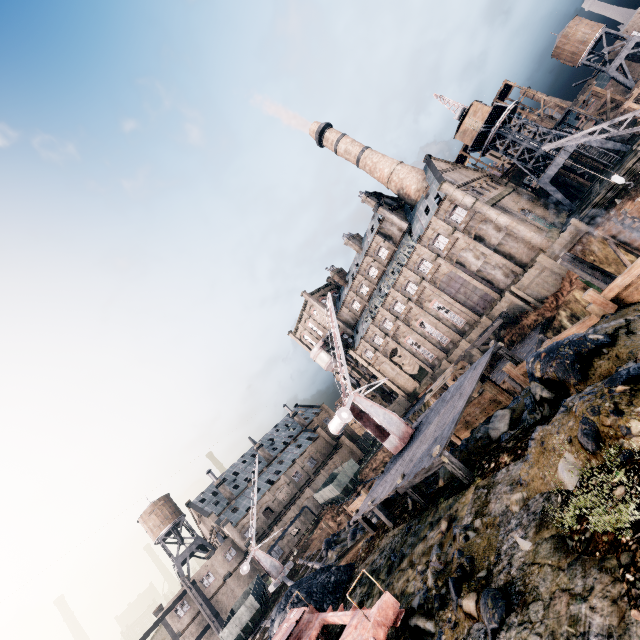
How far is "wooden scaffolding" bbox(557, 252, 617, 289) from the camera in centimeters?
2698cm

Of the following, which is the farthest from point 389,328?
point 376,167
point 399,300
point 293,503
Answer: point 293,503

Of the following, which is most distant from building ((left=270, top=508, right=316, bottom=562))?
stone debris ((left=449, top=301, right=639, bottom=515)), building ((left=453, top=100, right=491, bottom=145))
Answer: building ((left=453, top=100, right=491, bottom=145))

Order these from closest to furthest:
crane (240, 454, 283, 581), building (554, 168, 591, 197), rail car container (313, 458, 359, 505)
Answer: crane (240, 454, 283, 581), rail car container (313, 458, 359, 505), building (554, 168, 591, 197)

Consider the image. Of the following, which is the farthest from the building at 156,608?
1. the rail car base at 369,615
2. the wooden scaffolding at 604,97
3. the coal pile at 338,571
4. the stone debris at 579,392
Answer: the wooden scaffolding at 604,97

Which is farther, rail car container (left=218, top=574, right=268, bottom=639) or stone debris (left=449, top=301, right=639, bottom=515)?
rail car container (left=218, top=574, right=268, bottom=639)

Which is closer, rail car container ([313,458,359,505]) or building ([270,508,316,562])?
rail car container ([313,458,359,505])

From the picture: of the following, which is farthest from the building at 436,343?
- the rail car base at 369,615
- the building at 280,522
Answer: the rail car base at 369,615
